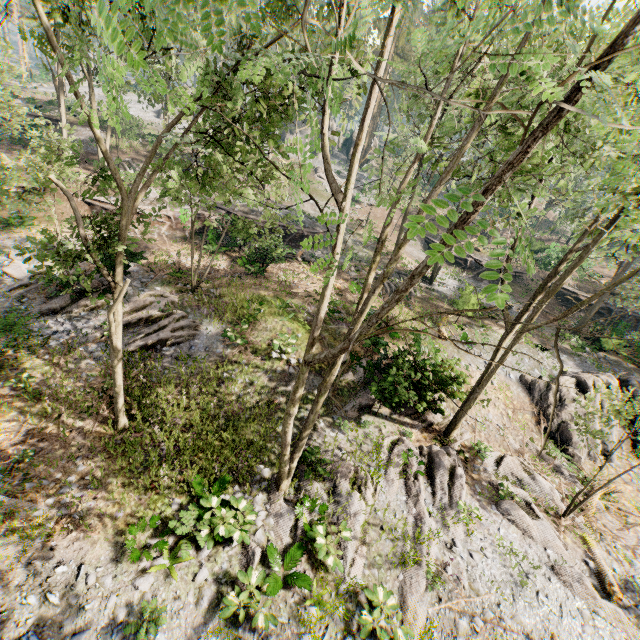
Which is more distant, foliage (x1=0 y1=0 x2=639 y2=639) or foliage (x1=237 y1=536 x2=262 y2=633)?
foliage (x1=237 y1=536 x2=262 y2=633)

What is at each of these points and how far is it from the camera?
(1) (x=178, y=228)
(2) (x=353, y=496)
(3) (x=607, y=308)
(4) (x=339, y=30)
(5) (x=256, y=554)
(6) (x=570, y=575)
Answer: (1) ground embankment, 25.2m
(2) foliage, 11.1m
(3) ground embankment, 32.0m
(4) foliage, 4.9m
(5) foliage, 9.1m
(6) foliage, 10.8m

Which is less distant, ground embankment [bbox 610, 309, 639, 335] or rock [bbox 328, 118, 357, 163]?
ground embankment [bbox 610, 309, 639, 335]

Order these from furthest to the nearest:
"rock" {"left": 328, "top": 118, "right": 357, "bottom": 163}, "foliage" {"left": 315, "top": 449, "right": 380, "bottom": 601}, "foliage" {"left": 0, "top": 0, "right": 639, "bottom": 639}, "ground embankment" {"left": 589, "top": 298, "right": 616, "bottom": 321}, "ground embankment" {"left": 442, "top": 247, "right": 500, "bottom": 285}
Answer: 1. "rock" {"left": 328, "top": 118, "right": 357, "bottom": 163}
2. "ground embankment" {"left": 442, "top": 247, "right": 500, "bottom": 285}
3. "ground embankment" {"left": 589, "top": 298, "right": 616, "bottom": 321}
4. "foliage" {"left": 315, "top": 449, "right": 380, "bottom": 601}
5. "foliage" {"left": 0, "top": 0, "right": 639, "bottom": 639}

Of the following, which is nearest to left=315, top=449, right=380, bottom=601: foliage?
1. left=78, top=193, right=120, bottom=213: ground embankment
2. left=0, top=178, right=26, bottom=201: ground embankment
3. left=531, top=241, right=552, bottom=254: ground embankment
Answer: left=78, top=193, right=120, bottom=213: ground embankment

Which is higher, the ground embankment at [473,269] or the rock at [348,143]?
the rock at [348,143]

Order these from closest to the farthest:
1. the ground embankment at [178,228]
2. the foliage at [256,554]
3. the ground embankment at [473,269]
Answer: the foliage at [256,554] → the ground embankment at [178,228] → the ground embankment at [473,269]

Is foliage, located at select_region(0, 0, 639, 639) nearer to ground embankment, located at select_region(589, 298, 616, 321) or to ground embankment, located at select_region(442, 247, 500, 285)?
ground embankment, located at select_region(589, 298, 616, 321)
